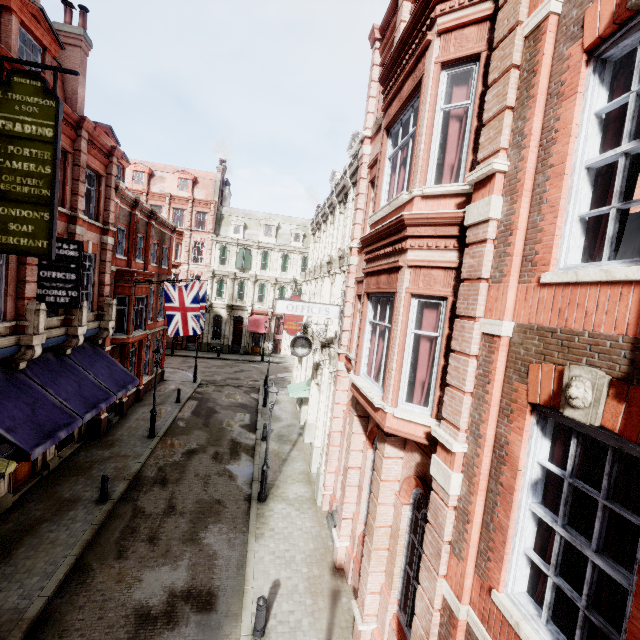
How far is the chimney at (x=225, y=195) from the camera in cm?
4000

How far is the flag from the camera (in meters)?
17.64

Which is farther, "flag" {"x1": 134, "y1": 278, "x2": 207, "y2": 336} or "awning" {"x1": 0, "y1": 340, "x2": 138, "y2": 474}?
"flag" {"x1": 134, "y1": 278, "x2": 207, "y2": 336}

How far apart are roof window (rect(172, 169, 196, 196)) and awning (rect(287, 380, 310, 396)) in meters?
29.9

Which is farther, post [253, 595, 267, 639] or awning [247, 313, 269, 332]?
awning [247, 313, 269, 332]

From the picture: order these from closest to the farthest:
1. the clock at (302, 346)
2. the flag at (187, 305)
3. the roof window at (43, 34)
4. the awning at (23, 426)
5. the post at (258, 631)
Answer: the post at (258, 631) → the awning at (23, 426) → the roof window at (43, 34) → the clock at (302, 346) → the flag at (187, 305)

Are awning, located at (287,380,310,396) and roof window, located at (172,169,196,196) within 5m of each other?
no

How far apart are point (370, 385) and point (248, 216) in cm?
3816
